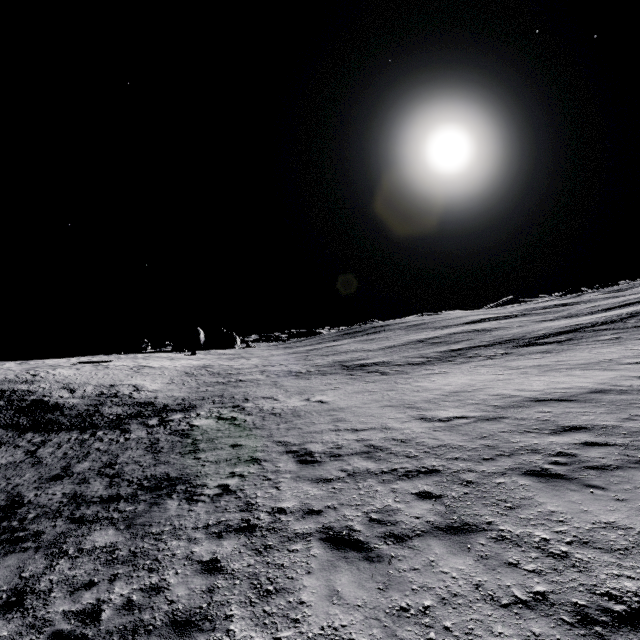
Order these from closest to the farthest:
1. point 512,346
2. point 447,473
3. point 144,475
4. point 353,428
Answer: point 447,473 → point 144,475 → point 353,428 → point 512,346
